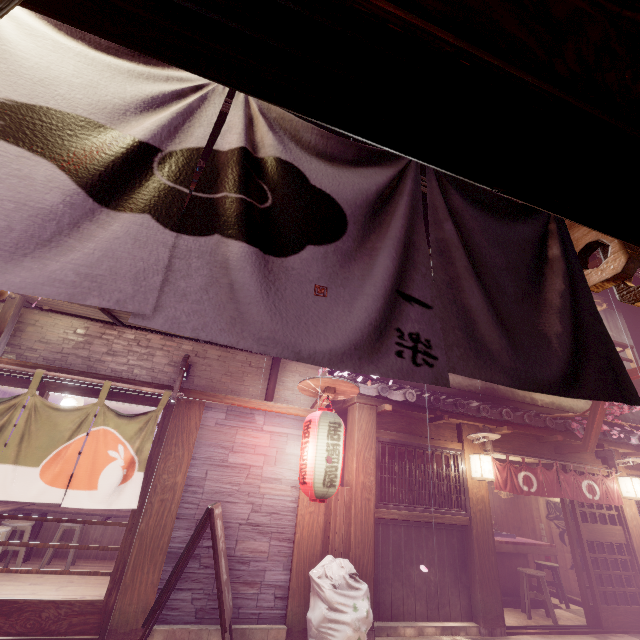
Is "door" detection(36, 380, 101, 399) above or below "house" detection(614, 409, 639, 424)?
below

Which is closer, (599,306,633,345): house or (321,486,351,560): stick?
(321,486,351,560): stick

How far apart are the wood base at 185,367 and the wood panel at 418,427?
6.15m

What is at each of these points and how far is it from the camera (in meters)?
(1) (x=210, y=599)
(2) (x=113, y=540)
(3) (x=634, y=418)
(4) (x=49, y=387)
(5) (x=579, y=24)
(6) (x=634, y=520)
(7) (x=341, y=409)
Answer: (1) house, 7.55
(2) building, 13.04
(3) house, 17.67
(4) door, 8.30
(5) wood bar, 1.36
(6) wood pole, 12.34
(7) wood bar, 11.76

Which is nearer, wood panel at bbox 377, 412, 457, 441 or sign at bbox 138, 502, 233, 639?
sign at bbox 138, 502, 233, 639

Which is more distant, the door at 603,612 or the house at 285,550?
the door at 603,612

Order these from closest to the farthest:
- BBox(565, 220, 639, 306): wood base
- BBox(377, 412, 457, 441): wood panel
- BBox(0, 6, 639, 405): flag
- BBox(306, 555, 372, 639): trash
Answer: BBox(0, 6, 639, 405): flag < BBox(565, 220, 639, 306): wood base < BBox(306, 555, 372, 639): trash < BBox(377, 412, 457, 441): wood panel

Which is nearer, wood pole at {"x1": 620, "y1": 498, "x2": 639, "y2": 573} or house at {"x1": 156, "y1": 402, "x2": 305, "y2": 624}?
house at {"x1": 156, "y1": 402, "x2": 305, "y2": 624}
